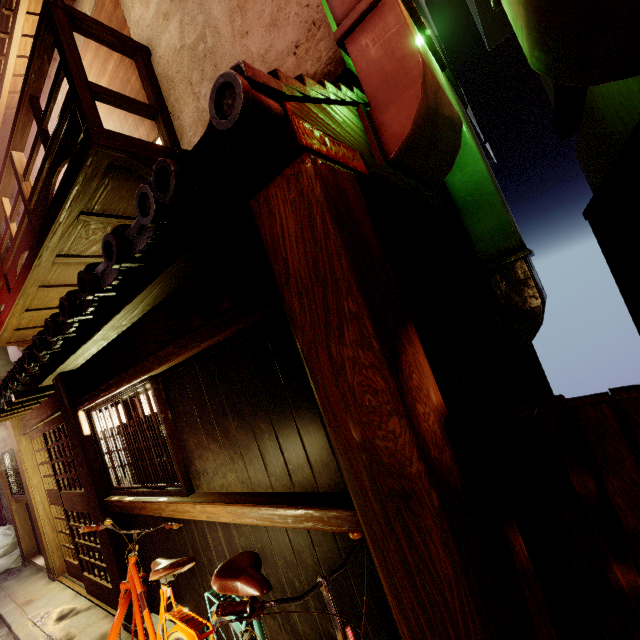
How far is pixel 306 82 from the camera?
3.2m

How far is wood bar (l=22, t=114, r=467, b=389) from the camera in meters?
2.6 m

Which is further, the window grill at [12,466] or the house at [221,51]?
the window grill at [12,466]

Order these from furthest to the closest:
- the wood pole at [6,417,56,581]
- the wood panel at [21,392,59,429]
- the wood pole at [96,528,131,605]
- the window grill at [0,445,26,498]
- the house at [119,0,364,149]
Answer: the window grill at [0,445,26,498]
the wood pole at [6,417,56,581]
the wood panel at [21,392,59,429]
the wood pole at [96,528,131,605]
the house at [119,0,364,149]

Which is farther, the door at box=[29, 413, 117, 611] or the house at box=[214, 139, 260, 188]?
the door at box=[29, 413, 117, 611]

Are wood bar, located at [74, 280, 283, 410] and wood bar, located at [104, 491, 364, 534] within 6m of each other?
yes

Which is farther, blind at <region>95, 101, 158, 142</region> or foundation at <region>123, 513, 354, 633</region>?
blind at <region>95, 101, 158, 142</region>

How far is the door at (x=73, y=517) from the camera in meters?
8.2 m
